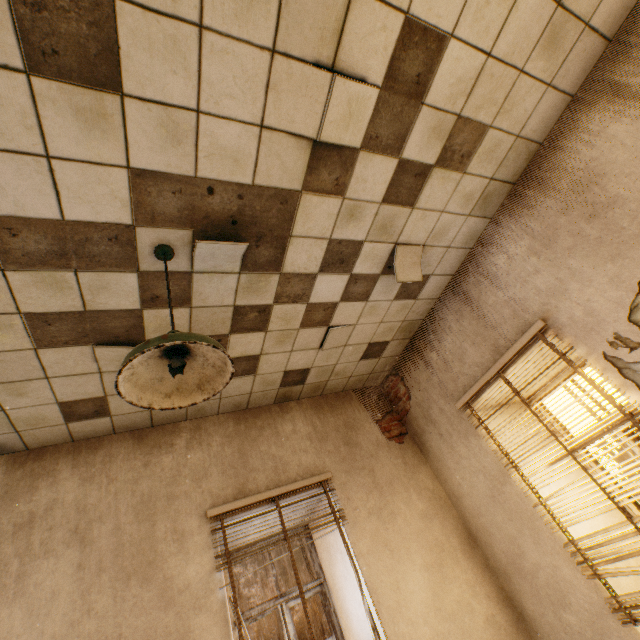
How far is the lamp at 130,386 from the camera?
1.32m

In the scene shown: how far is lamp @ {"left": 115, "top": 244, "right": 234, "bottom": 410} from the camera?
1.3 meters

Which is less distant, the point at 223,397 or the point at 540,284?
the point at 540,284
